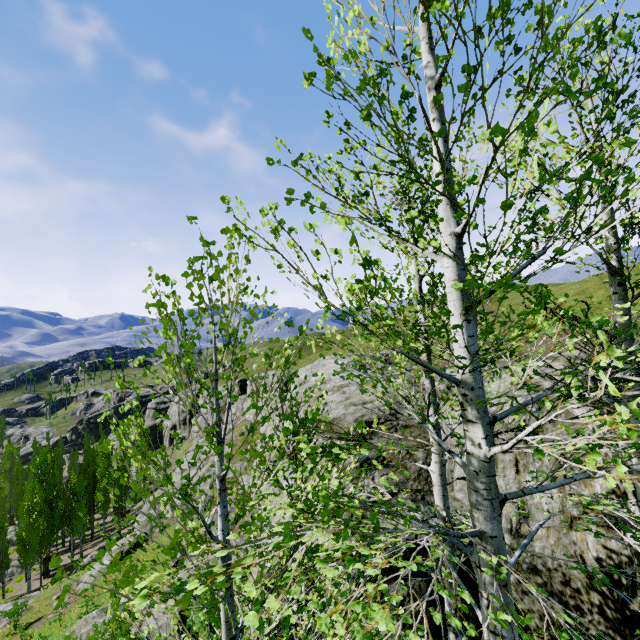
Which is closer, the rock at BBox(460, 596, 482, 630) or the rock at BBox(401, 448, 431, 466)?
the rock at BBox(460, 596, 482, 630)

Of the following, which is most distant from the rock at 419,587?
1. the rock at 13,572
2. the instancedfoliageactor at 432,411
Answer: the rock at 13,572

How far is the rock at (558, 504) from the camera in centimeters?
569cm

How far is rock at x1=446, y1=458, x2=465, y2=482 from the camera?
7.6 meters

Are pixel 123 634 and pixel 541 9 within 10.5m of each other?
yes

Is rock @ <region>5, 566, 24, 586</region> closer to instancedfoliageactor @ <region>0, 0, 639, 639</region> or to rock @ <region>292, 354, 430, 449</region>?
rock @ <region>292, 354, 430, 449</region>
